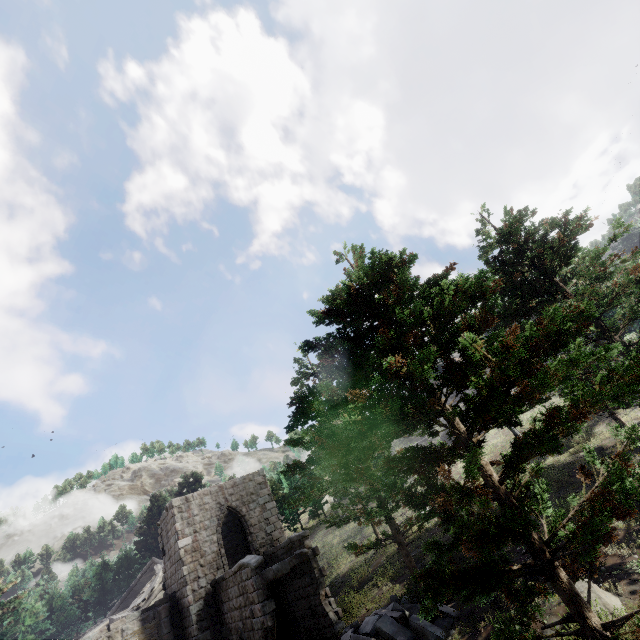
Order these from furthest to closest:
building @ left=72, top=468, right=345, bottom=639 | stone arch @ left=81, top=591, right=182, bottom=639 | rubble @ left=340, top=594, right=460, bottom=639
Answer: stone arch @ left=81, top=591, right=182, bottom=639 → building @ left=72, top=468, right=345, bottom=639 → rubble @ left=340, top=594, right=460, bottom=639

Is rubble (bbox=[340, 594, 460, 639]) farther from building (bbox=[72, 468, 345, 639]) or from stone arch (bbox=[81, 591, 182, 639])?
stone arch (bbox=[81, 591, 182, 639])

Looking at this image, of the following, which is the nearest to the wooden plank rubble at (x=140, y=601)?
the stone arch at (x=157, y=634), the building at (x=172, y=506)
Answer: the building at (x=172, y=506)

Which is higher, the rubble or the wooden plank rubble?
the wooden plank rubble

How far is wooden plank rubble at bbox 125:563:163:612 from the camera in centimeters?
2303cm

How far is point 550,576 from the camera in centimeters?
472cm

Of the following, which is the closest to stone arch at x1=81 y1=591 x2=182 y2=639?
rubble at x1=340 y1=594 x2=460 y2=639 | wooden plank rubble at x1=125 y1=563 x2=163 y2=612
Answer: rubble at x1=340 y1=594 x2=460 y2=639

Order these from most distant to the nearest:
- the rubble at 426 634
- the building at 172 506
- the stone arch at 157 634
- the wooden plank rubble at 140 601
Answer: the wooden plank rubble at 140 601
the stone arch at 157 634
the building at 172 506
the rubble at 426 634
